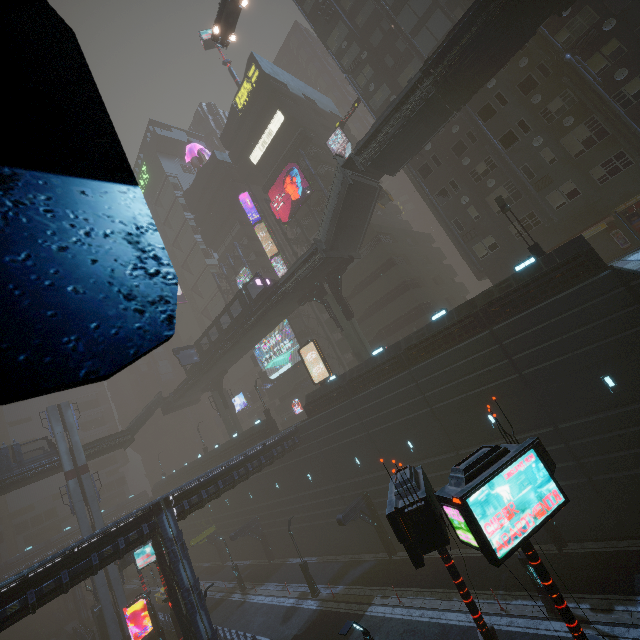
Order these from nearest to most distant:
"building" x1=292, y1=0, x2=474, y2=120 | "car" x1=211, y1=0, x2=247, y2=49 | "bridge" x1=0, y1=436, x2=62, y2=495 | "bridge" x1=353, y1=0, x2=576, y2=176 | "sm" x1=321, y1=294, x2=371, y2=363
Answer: "bridge" x1=353, y1=0, x2=576, y2=176 → "car" x1=211, y1=0, x2=247, y2=49 → "building" x1=292, y1=0, x2=474, y2=120 → "sm" x1=321, y1=294, x2=371, y2=363 → "bridge" x1=0, y1=436, x2=62, y2=495

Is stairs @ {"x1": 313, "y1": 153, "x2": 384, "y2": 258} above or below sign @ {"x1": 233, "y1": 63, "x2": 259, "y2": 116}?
below

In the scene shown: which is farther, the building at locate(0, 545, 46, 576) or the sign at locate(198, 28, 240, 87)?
the building at locate(0, 545, 46, 576)

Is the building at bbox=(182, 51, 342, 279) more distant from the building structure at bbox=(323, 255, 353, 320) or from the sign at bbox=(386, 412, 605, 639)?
the building structure at bbox=(323, 255, 353, 320)

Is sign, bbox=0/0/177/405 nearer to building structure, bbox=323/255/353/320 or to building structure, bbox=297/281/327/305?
building structure, bbox=323/255/353/320

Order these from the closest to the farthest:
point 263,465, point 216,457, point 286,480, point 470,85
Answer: point 470,85, point 263,465, point 286,480, point 216,457

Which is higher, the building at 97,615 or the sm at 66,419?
the sm at 66,419

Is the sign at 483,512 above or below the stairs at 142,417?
below
